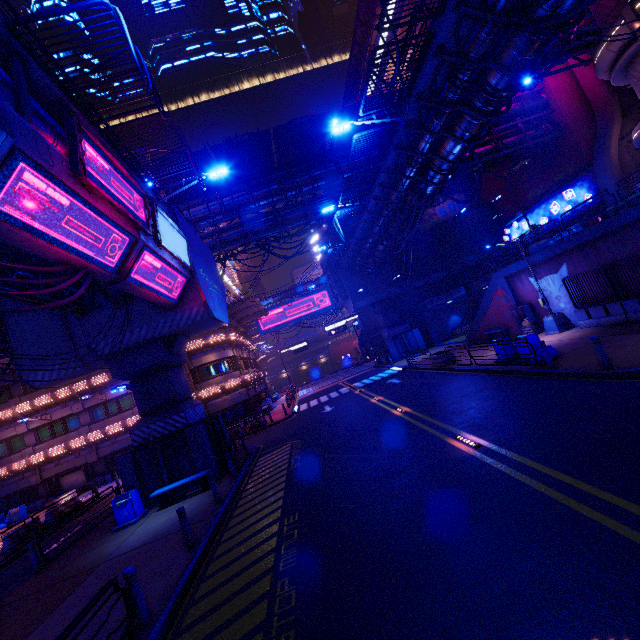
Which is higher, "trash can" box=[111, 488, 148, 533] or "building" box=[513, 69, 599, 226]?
"building" box=[513, 69, 599, 226]

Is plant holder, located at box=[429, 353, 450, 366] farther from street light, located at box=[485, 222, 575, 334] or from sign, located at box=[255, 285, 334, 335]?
sign, located at box=[255, 285, 334, 335]

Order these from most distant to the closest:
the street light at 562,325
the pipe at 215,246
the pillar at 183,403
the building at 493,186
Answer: the building at 493,186 → the pipe at 215,246 → the street light at 562,325 → the pillar at 183,403

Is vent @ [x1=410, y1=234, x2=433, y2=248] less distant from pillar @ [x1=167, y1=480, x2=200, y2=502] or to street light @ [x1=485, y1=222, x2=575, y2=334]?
street light @ [x1=485, y1=222, x2=575, y2=334]

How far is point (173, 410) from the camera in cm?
1573

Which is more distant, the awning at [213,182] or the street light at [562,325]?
the awning at [213,182]

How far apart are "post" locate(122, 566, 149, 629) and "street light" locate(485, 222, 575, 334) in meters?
20.6 m

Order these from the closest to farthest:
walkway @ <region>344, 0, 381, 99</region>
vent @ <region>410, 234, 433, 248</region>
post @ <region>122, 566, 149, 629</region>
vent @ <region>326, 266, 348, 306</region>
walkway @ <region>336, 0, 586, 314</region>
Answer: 1. post @ <region>122, 566, 149, 629</region>
2. walkway @ <region>336, 0, 586, 314</region>
3. vent @ <region>326, 266, 348, 306</region>
4. vent @ <region>410, 234, 433, 248</region>
5. walkway @ <region>344, 0, 381, 99</region>
